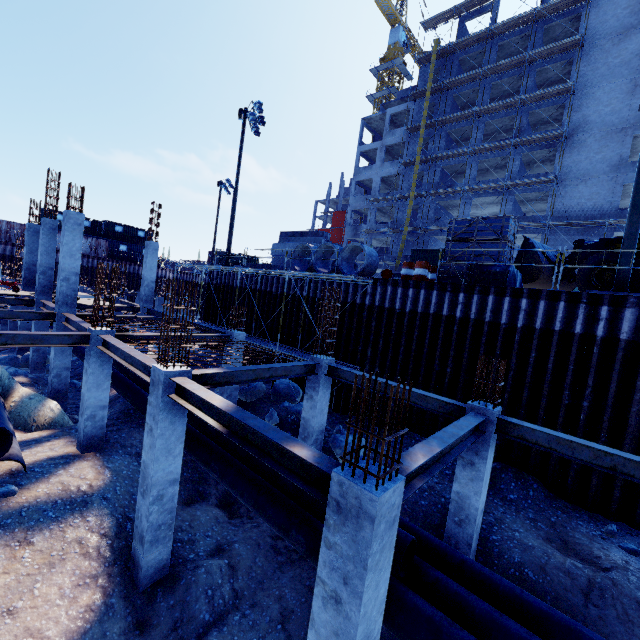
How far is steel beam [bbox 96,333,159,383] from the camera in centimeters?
764cm

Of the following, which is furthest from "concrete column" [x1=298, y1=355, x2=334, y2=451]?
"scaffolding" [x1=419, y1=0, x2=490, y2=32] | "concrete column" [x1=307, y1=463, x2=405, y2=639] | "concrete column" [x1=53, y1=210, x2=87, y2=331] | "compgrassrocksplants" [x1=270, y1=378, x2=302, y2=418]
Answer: "scaffolding" [x1=419, y1=0, x2=490, y2=32]

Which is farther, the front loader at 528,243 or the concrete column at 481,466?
the front loader at 528,243

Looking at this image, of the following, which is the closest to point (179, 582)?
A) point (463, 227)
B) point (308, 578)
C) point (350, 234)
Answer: point (308, 578)

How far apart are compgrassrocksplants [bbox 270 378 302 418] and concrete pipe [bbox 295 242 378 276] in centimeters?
570cm

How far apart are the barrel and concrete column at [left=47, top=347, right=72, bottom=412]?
13.91m

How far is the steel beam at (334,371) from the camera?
9.6 meters

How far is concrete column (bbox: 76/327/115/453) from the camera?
9.8 meters
